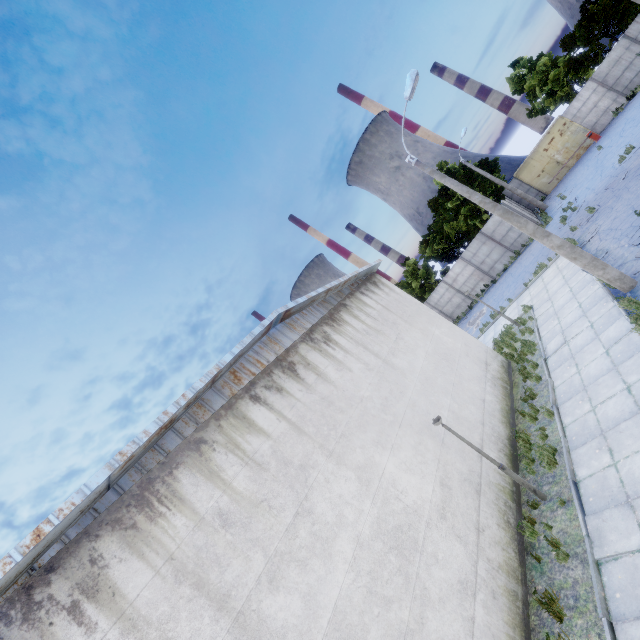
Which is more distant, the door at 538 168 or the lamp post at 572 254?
the door at 538 168

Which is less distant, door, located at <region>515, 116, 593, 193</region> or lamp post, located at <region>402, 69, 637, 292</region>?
lamp post, located at <region>402, 69, 637, 292</region>

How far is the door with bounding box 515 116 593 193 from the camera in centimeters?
2958cm

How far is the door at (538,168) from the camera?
29.58m

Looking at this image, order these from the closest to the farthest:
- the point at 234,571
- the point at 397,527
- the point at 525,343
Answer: the point at 234,571 → the point at 397,527 → the point at 525,343
